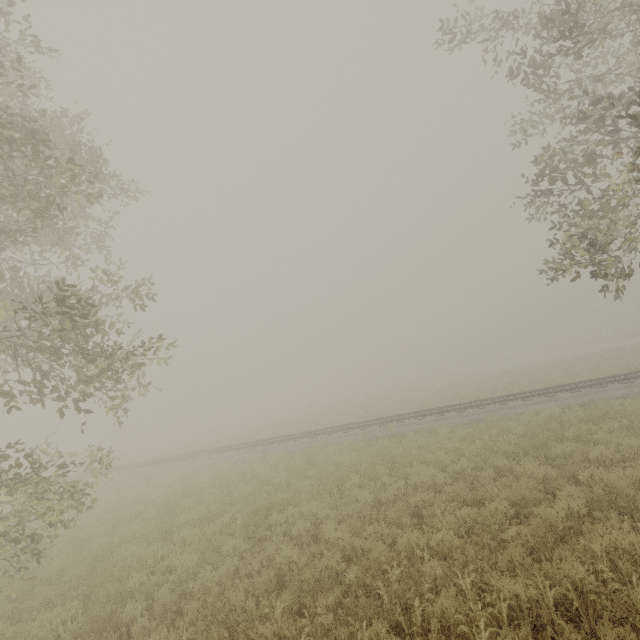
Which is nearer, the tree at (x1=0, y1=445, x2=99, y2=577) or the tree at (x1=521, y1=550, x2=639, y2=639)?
the tree at (x1=521, y1=550, x2=639, y2=639)

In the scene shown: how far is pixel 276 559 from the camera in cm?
630

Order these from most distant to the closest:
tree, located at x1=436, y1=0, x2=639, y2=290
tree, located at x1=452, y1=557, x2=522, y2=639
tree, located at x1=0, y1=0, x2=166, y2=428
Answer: tree, located at x1=436, y1=0, x2=639, y2=290 → tree, located at x1=0, y1=0, x2=166, y2=428 → tree, located at x1=452, y1=557, x2=522, y2=639

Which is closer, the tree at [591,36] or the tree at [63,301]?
the tree at [63,301]

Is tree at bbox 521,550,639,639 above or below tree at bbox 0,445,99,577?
below
